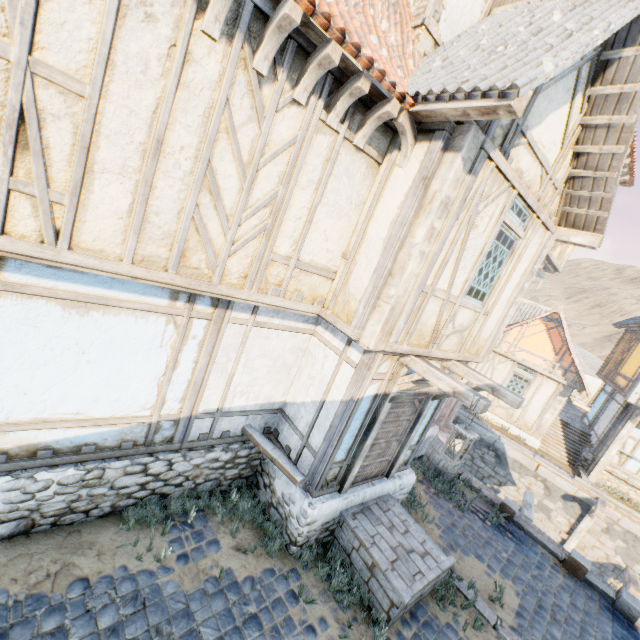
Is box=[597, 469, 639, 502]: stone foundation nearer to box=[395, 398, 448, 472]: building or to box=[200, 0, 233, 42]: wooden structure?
box=[395, 398, 448, 472]: building

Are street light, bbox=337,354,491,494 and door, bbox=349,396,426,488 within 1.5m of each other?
yes

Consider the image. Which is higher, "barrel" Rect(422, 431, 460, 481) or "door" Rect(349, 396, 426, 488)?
"door" Rect(349, 396, 426, 488)

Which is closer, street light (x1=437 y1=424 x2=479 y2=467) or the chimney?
street light (x1=437 y1=424 x2=479 y2=467)

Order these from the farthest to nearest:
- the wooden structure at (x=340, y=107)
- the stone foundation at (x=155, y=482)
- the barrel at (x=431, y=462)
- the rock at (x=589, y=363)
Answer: the rock at (x=589, y=363) → the barrel at (x=431, y=462) → the stone foundation at (x=155, y=482) → the wooden structure at (x=340, y=107)

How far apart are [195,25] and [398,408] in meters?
5.9

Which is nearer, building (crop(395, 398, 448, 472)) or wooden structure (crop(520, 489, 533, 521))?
building (crop(395, 398, 448, 472))

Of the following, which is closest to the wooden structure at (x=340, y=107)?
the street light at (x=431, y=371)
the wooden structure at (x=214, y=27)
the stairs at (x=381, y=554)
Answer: the wooden structure at (x=214, y=27)
